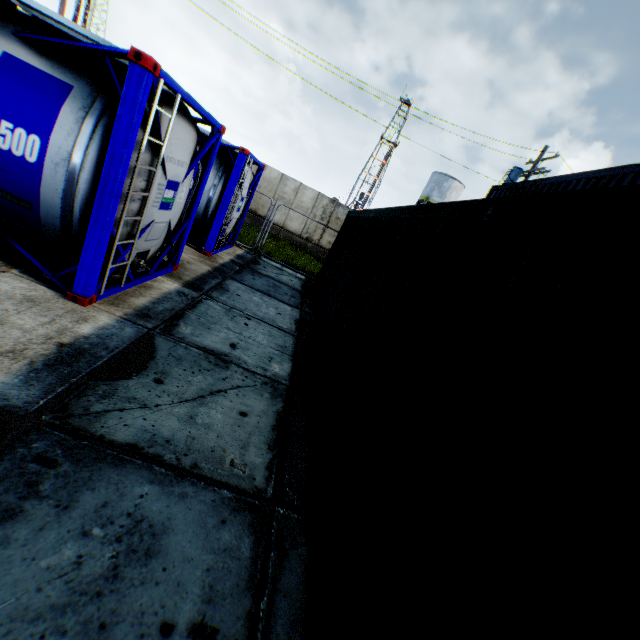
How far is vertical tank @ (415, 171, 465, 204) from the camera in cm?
3559

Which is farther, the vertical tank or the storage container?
the vertical tank

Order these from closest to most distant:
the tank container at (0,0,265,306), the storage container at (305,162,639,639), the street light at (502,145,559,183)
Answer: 1. the storage container at (305,162,639,639)
2. the tank container at (0,0,265,306)
3. the street light at (502,145,559,183)

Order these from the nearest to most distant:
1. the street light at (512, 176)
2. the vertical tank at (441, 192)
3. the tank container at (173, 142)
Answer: the tank container at (173, 142), the street light at (512, 176), the vertical tank at (441, 192)

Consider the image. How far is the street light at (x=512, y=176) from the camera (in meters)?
14.38

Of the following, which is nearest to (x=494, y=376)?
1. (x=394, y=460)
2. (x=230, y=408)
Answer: (x=394, y=460)

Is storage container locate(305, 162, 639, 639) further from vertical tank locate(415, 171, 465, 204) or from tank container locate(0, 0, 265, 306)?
vertical tank locate(415, 171, 465, 204)

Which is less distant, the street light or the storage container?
the storage container
